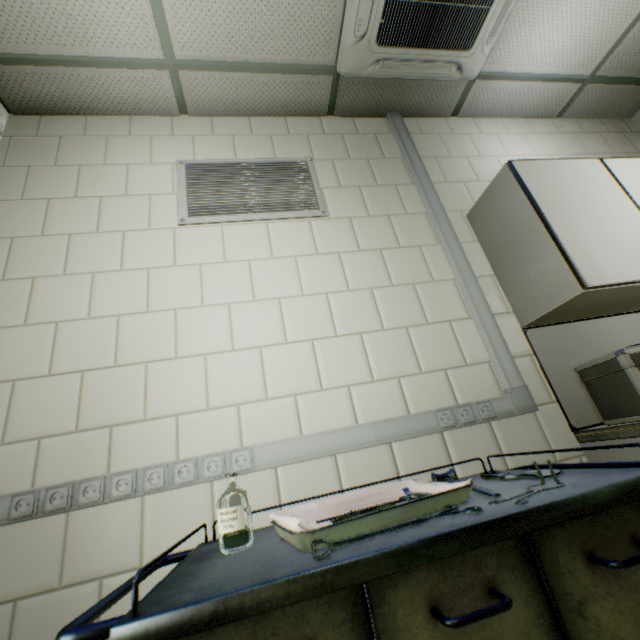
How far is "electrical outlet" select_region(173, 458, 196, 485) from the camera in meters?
1.2 m

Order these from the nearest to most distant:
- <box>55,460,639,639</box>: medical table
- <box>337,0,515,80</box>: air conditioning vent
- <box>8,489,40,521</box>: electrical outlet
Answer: <box>55,460,639,639</box>: medical table
<box>8,489,40,521</box>: electrical outlet
<box>337,0,515,80</box>: air conditioning vent

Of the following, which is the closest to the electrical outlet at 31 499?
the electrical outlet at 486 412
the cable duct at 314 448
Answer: the cable duct at 314 448

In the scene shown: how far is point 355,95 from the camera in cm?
222

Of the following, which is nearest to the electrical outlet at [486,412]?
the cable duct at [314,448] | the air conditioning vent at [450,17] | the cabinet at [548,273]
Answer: the cable duct at [314,448]

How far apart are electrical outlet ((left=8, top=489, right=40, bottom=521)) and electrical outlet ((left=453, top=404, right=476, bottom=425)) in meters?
0.9

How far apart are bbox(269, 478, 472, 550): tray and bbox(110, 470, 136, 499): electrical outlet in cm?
34
